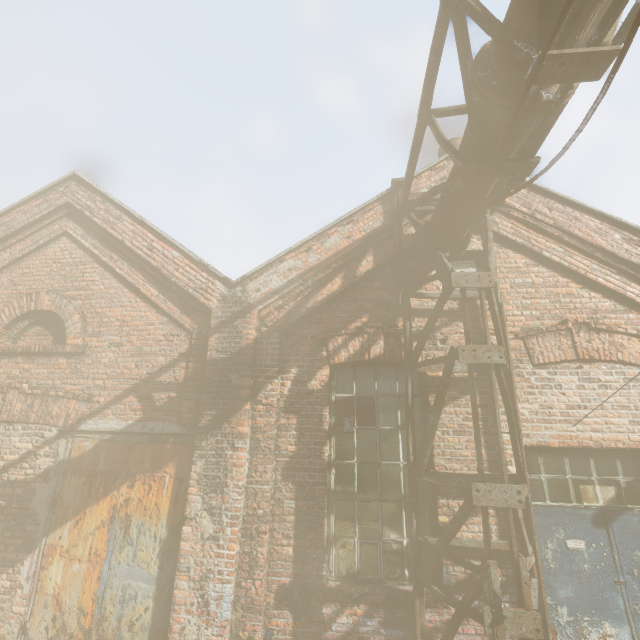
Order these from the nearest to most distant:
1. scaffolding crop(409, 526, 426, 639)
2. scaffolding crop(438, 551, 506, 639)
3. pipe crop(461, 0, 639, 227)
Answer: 1. pipe crop(461, 0, 639, 227)
2. scaffolding crop(438, 551, 506, 639)
3. scaffolding crop(409, 526, 426, 639)

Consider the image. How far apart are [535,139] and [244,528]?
5.1m

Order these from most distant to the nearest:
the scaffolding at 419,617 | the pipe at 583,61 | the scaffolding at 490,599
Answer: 1. the scaffolding at 419,617
2. the scaffolding at 490,599
3. the pipe at 583,61

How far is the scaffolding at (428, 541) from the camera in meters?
3.5

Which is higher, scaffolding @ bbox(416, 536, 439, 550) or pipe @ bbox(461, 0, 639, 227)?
pipe @ bbox(461, 0, 639, 227)

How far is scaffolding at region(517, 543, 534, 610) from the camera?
2.78m

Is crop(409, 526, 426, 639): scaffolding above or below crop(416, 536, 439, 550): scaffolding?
below
